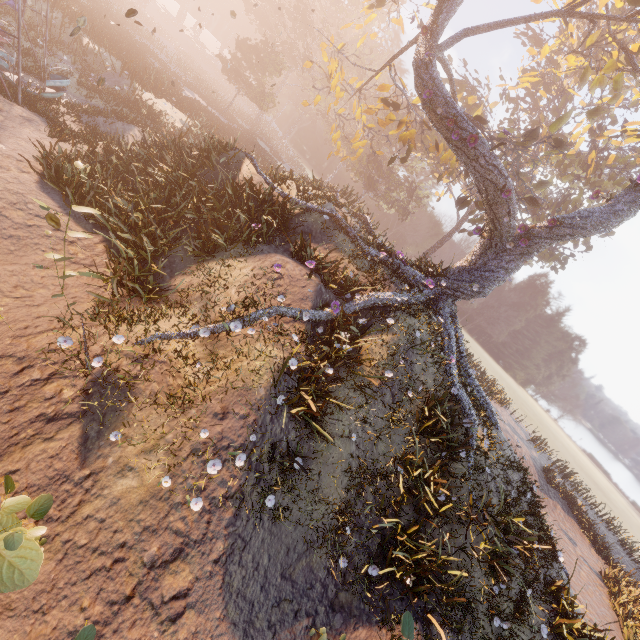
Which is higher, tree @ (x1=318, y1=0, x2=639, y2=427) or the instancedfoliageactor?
tree @ (x1=318, y1=0, x2=639, y2=427)

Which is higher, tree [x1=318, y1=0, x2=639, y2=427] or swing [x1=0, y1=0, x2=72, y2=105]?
tree [x1=318, y1=0, x2=639, y2=427]

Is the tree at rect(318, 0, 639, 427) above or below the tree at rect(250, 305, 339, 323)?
above

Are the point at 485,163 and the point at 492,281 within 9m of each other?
yes

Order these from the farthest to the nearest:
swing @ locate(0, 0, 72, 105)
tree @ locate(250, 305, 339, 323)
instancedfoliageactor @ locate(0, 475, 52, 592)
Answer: swing @ locate(0, 0, 72, 105) → tree @ locate(250, 305, 339, 323) → instancedfoliageactor @ locate(0, 475, 52, 592)

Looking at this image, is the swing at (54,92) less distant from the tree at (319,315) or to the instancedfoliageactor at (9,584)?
the instancedfoliageactor at (9,584)

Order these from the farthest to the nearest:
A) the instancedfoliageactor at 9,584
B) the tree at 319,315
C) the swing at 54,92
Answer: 1. the swing at 54,92
2. the tree at 319,315
3. the instancedfoliageactor at 9,584

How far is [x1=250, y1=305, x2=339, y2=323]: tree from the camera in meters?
8.0 m
